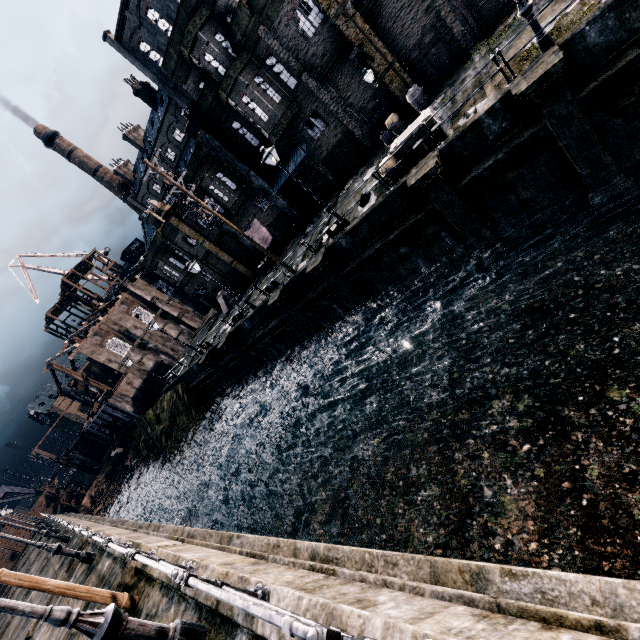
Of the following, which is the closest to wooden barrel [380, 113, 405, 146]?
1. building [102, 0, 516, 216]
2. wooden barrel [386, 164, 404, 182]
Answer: building [102, 0, 516, 216]

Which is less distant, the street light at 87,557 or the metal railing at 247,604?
the metal railing at 247,604

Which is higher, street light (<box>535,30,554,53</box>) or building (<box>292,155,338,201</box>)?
building (<box>292,155,338,201</box>)

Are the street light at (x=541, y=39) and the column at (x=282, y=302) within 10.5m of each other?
no

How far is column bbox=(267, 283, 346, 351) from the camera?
21.9m

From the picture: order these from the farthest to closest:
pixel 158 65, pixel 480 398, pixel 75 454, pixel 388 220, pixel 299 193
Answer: pixel 75 454 → pixel 158 65 → pixel 299 193 → pixel 388 220 → pixel 480 398

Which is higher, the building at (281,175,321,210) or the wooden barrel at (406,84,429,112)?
the building at (281,175,321,210)

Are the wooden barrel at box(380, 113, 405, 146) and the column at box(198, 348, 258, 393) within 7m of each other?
no
